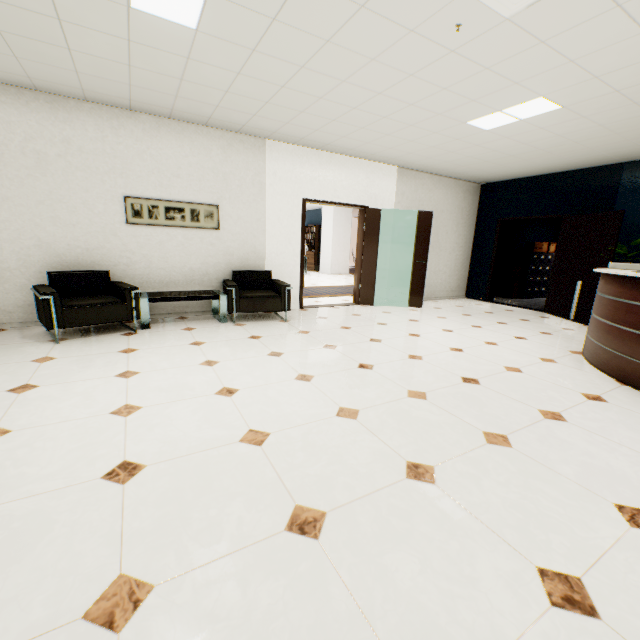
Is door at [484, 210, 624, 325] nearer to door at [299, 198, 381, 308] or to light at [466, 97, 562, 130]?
light at [466, 97, 562, 130]

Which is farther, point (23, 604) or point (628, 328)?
point (628, 328)

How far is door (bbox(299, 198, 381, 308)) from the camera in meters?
6.3 m

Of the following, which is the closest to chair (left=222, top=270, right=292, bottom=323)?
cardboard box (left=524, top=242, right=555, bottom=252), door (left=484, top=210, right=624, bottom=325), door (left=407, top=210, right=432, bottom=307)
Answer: door (left=407, top=210, right=432, bottom=307)

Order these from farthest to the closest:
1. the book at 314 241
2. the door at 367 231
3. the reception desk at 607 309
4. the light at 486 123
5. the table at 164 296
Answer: the book at 314 241
the door at 367 231
the table at 164 296
the light at 486 123
the reception desk at 607 309

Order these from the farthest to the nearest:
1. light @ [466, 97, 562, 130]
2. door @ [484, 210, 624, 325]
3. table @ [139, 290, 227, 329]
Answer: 1. door @ [484, 210, 624, 325]
2. table @ [139, 290, 227, 329]
3. light @ [466, 97, 562, 130]

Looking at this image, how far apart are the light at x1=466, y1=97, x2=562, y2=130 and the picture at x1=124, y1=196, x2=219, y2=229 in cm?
397

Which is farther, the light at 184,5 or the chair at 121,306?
the chair at 121,306
